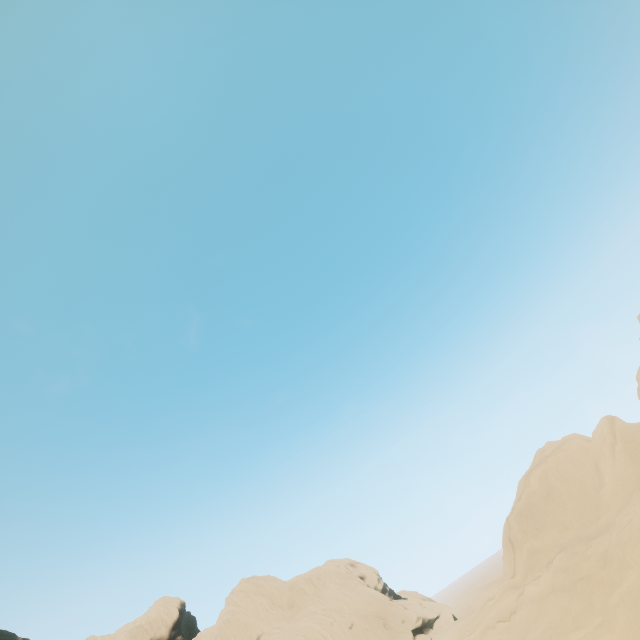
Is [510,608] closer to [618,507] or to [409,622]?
[618,507]

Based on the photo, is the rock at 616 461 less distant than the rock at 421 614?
Yes

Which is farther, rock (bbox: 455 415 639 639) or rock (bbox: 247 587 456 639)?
rock (bbox: 247 587 456 639)
